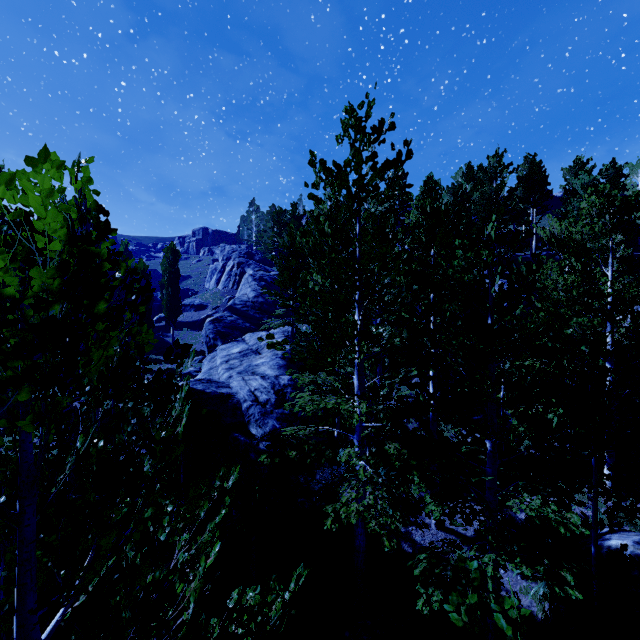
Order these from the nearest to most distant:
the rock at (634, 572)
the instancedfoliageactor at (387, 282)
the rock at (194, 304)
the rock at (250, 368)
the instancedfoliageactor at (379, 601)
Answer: the instancedfoliageactor at (387, 282) → the rock at (634, 572) → the instancedfoliageactor at (379, 601) → the rock at (250, 368) → the rock at (194, 304)

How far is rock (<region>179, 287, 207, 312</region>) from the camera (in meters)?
43.12

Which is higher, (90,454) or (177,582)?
(90,454)

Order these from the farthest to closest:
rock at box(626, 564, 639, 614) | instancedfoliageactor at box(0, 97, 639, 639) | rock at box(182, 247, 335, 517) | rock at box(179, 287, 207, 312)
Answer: rock at box(179, 287, 207, 312) → rock at box(182, 247, 335, 517) → rock at box(626, 564, 639, 614) → instancedfoliageactor at box(0, 97, 639, 639)

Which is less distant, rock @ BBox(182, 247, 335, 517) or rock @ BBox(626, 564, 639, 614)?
rock @ BBox(626, 564, 639, 614)

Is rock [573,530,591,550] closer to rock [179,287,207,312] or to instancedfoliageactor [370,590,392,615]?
instancedfoliageactor [370,590,392,615]

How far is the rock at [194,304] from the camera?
43.12m
